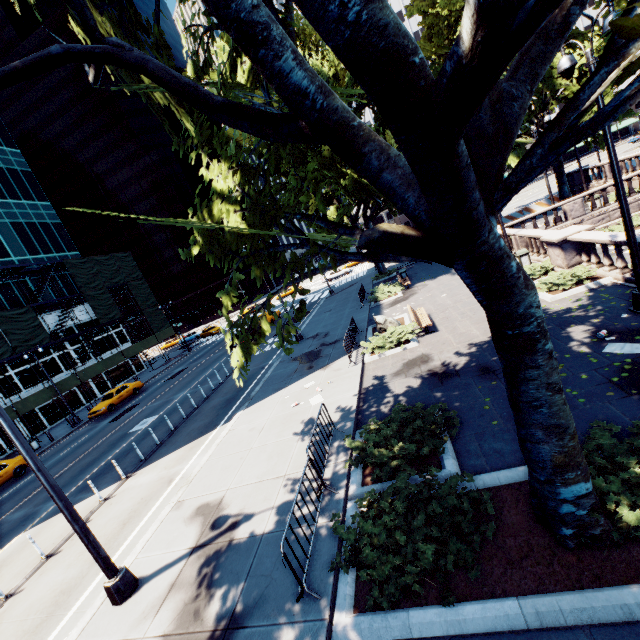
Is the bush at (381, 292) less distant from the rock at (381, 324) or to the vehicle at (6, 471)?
the rock at (381, 324)

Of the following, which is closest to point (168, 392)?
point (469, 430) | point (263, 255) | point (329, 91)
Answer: point (263, 255)

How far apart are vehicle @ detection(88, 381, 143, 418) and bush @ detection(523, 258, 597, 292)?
31.58m

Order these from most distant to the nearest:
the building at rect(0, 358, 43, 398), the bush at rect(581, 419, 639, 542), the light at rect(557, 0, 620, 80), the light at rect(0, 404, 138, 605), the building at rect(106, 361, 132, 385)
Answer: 1. the building at rect(106, 361, 132, 385)
2. the building at rect(0, 358, 43, 398)
3. the light at rect(557, 0, 620, 80)
4. the light at rect(0, 404, 138, 605)
5. the bush at rect(581, 419, 639, 542)

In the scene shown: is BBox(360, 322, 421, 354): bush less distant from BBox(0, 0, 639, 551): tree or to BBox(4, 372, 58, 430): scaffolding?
BBox(0, 0, 639, 551): tree

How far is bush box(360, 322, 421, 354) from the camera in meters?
13.9 m

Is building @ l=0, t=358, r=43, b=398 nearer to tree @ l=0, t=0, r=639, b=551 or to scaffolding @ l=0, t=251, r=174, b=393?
scaffolding @ l=0, t=251, r=174, b=393

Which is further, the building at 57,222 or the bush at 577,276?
the building at 57,222
